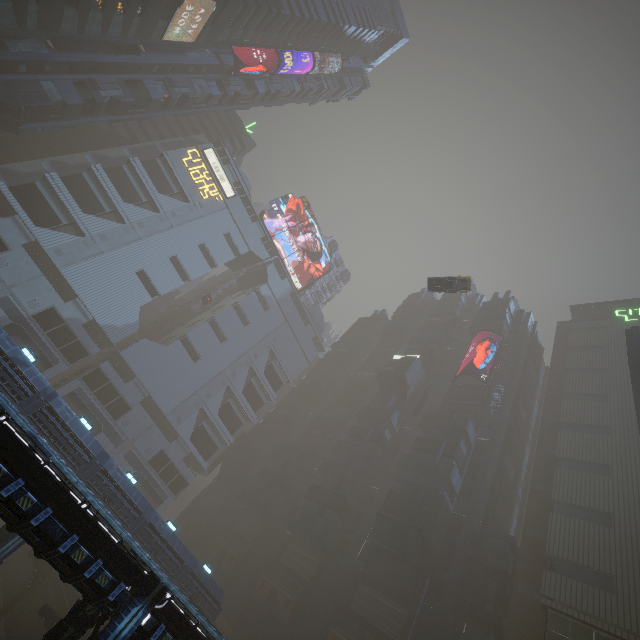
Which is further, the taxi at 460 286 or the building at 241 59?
the building at 241 59

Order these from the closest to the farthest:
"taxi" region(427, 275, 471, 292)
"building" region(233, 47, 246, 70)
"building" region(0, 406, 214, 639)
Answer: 1. "building" region(0, 406, 214, 639)
2. "taxi" region(427, 275, 471, 292)
3. "building" region(233, 47, 246, 70)

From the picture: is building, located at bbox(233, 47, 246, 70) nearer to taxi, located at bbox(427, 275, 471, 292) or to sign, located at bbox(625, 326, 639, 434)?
sign, located at bbox(625, 326, 639, 434)

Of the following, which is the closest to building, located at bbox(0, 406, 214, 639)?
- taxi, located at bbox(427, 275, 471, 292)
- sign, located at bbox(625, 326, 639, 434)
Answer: sign, located at bbox(625, 326, 639, 434)

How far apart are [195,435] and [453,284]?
47.30m

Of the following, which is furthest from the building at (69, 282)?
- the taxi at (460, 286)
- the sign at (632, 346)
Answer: the taxi at (460, 286)
